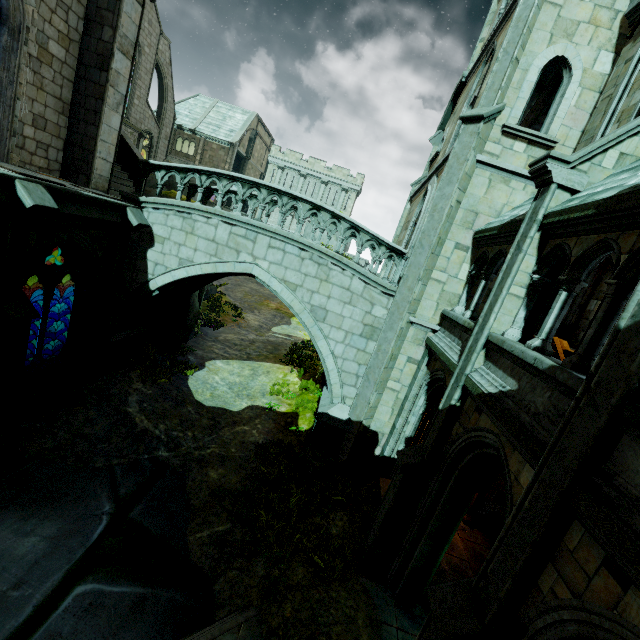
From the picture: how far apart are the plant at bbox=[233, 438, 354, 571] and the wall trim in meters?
1.1

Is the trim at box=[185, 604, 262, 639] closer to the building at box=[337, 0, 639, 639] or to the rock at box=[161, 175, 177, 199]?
the building at box=[337, 0, 639, 639]

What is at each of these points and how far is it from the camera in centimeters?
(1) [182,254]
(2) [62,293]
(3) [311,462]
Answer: (1) bridge, 1041cm
(2) rock, 1453cm
(3) plant, 945cm

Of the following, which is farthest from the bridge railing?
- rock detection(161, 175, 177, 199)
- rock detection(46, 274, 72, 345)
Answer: rock detection(46, 274, 72, 345)

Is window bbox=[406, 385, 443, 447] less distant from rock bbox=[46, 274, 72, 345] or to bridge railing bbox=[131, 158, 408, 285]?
bridge railing bbox=[131, 158, 408, 285]

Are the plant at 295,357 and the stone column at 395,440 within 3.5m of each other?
no

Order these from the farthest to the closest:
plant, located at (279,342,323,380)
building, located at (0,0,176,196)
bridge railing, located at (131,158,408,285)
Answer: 1. plant, located at (279,342,323,380)
2. bridge railing, located at (131,158,408,285)
3. building, located at (0,0,176,196)

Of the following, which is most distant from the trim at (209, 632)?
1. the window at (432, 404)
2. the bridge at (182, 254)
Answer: the bridge at (182, 254)
